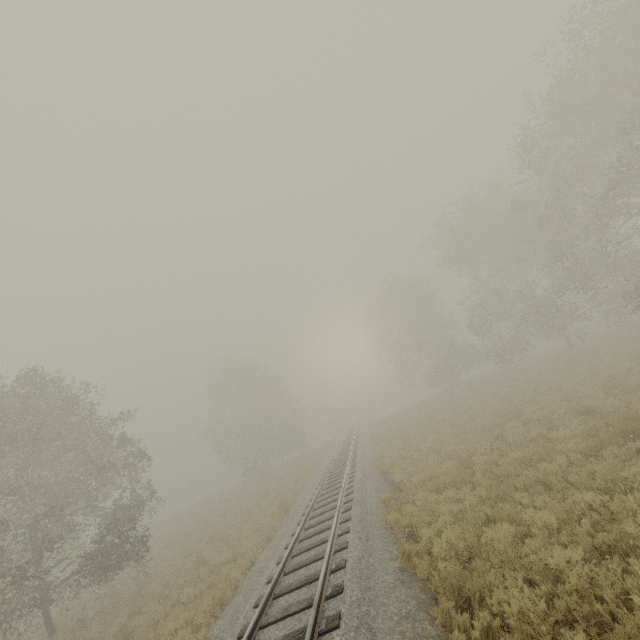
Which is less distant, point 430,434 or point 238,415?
point 430,434
